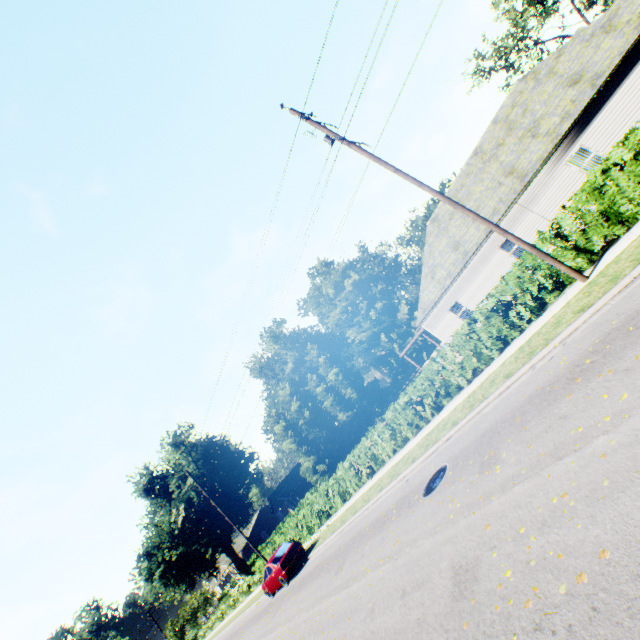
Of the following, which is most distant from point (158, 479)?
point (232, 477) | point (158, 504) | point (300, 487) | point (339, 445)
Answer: point (339, 445)

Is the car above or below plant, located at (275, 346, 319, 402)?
below

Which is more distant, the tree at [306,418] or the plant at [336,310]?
the plant at [336,310]

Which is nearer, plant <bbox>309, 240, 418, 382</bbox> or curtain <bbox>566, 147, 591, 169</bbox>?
curtain <bbox>566, 147, 591, 169</bbox>

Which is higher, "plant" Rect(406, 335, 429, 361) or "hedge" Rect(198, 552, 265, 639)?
"plant" Rect(406, 335, 429, 361)

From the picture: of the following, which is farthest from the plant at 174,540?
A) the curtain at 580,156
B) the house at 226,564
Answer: the curtain at 580,156

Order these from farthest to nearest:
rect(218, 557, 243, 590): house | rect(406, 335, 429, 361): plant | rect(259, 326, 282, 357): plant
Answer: rect(259, 326, 282, 357): plant → rect(218, 557, 243, 590): house → rect(406, 335, 429, 361): plant

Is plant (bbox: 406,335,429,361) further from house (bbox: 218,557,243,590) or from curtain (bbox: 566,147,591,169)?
curtain (bbox: 566,147,591,169)
